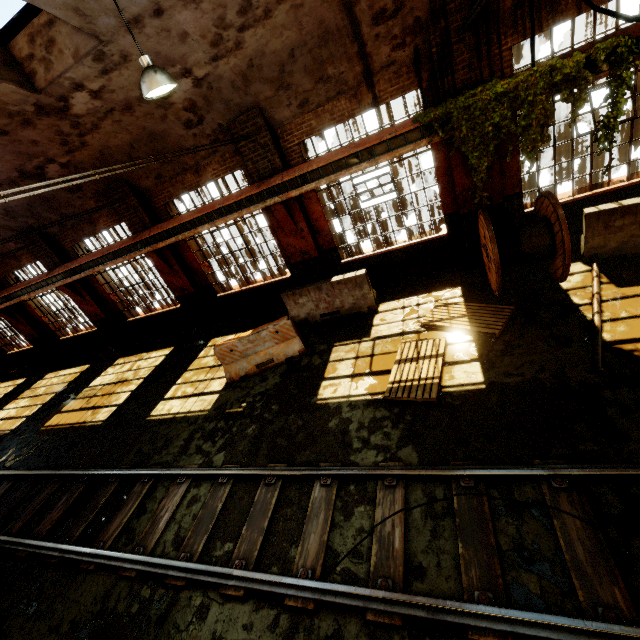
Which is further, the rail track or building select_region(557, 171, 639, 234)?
building select_region(557, 171, 639, 234)

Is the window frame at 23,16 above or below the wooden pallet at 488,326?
above

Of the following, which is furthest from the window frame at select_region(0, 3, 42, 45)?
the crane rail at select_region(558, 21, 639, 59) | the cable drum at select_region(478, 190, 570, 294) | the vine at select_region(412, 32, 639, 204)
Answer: the cable drum at select_region(478, 190, 570, 294)

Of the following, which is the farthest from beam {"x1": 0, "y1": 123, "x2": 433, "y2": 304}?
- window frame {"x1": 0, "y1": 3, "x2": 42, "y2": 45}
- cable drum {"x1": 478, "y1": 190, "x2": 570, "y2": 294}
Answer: window frame {"x1": 0, "y1": 3, "x2": 42, "y2": 45}

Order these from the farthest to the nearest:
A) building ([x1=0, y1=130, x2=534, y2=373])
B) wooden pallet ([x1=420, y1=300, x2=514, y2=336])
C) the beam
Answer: building ([x1=0, y1=130, x2=534, y2=373])
the beam
wooden pallet ([x1=420, y1=300, x2=514, y2=336])

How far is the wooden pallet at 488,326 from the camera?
6.40m

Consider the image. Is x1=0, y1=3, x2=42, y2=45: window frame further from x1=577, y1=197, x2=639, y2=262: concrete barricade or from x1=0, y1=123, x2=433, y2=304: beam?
x1=577, y1=197, x2=639, y2=262: concrete barricade

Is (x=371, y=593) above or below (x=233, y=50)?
below
